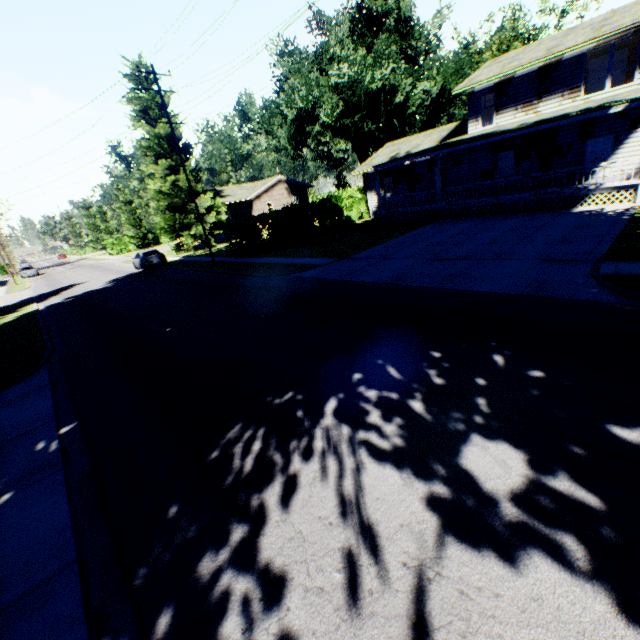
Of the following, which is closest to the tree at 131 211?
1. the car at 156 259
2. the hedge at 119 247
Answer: the hedge at 119 247

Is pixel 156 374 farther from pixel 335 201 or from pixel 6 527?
pixel 335 201

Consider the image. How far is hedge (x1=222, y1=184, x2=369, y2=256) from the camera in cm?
2400

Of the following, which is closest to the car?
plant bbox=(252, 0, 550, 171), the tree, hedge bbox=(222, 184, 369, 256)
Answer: plant bbox=(252, 0, 550, 171)

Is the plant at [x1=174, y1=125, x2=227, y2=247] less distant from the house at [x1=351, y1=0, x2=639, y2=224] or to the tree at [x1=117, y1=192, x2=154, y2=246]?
the house at [x1=351, y1=0, x2=639, y2=224]

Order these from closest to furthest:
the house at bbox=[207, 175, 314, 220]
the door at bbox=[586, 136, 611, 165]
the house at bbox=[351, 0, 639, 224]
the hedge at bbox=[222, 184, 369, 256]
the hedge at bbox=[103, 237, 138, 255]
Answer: the house at bbox=[351, 0, 639, 224]
the door at bbox=[586, 136, 611, 165]
the hedge at bbox=[222, 184, 369, 256]
the house at bbox=[207, 175, 314, 220]
the hedge at bbox=[103, 237, 138, 255]

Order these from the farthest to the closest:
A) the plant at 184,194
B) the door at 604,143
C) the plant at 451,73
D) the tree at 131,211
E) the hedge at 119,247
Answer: the hedge at 119,247 → the tree at 131,211 → the plant at 451,73 → the plant at 184,194 → the door at 604,143

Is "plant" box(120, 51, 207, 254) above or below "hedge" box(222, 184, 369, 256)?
above
